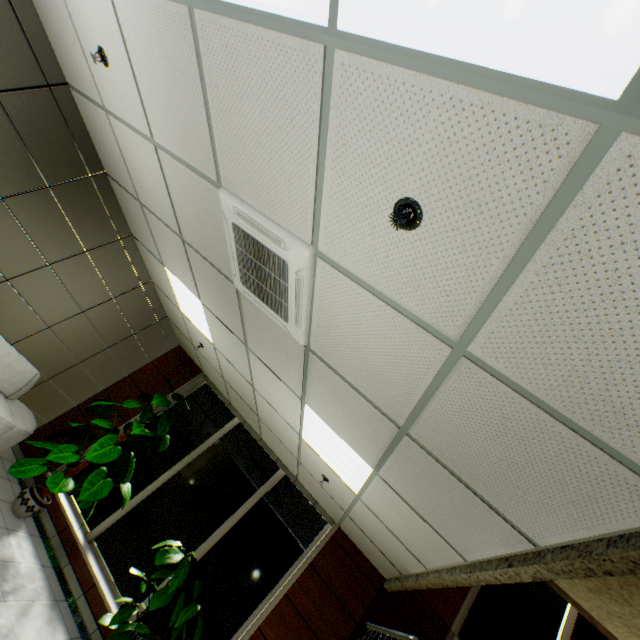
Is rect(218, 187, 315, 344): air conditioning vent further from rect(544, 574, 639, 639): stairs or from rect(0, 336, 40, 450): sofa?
rect(0, 336, 40, 450): sofa

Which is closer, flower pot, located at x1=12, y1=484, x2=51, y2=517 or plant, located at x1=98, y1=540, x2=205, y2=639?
plant, located at x1=98, y1=540, x2=205, y2=639

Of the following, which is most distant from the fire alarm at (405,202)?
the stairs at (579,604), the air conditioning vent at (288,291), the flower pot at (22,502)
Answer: the flower pot at (22,502)

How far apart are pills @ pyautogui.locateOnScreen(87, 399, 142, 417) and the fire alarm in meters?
5.4 m

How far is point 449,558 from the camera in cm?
287

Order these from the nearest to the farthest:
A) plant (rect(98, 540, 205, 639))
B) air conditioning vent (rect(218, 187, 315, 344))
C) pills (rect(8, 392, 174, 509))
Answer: air conditioning vent (rect(218, 187, 315, 344)) → plant (rect(98, 540, 205, 639)) → pills (rect(8, 392, 174, 509))

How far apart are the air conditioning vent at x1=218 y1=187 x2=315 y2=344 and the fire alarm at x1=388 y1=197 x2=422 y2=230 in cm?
67

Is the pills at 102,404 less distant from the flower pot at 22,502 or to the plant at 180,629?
the flower pot at 22,502
